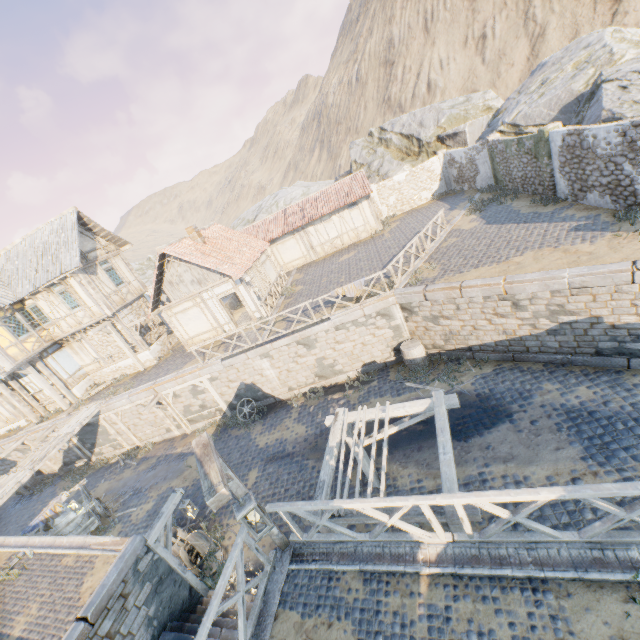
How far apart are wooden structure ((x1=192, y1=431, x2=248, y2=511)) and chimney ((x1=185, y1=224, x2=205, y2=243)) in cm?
1599

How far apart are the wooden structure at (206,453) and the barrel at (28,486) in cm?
2272

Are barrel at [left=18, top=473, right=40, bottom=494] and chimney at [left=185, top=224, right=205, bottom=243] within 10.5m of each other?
no

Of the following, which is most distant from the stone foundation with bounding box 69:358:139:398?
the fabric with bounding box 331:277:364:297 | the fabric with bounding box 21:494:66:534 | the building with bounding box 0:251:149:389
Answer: the fabric with bounding box 331:277:364:297

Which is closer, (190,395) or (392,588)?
(392,588)

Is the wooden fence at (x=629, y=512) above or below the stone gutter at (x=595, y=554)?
above

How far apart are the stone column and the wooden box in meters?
19.5

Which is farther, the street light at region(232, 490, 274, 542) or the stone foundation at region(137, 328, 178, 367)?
the stone foundation at region(137, 328, 178, 367)
